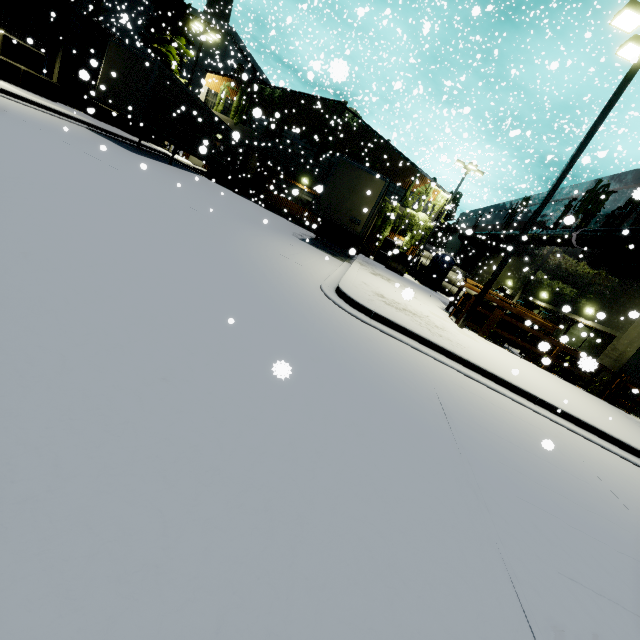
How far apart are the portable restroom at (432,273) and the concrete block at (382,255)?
3.09m

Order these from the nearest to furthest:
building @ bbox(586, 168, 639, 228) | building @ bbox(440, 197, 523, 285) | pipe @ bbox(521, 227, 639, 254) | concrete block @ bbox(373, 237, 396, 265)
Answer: pipe @ bbox(521, 227, 639, 254) < building @ bbox(586, 168, 639, 228) < concrete block @ bbox(373, 237, 396, 265) < building @ bbox(440, 197, 523, 285)

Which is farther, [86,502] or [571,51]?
[571,51]

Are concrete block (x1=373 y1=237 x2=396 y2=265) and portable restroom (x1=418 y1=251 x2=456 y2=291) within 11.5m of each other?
yes

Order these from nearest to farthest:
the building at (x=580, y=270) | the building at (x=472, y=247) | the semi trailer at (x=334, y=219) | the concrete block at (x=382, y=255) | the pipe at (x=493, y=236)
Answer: the building at (x=580, y=270), the semi trailer at (x=334, y=219), the concrete block at (x=382, y=255), the pipe at (x=493, y=236), the building at (x=472, y=247)

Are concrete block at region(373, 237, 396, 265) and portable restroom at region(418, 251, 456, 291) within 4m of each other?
yes

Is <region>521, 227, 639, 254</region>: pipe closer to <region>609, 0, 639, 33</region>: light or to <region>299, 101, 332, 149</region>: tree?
<region>609, 0, 639, 33</region>: light

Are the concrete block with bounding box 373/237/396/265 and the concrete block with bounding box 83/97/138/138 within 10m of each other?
no
